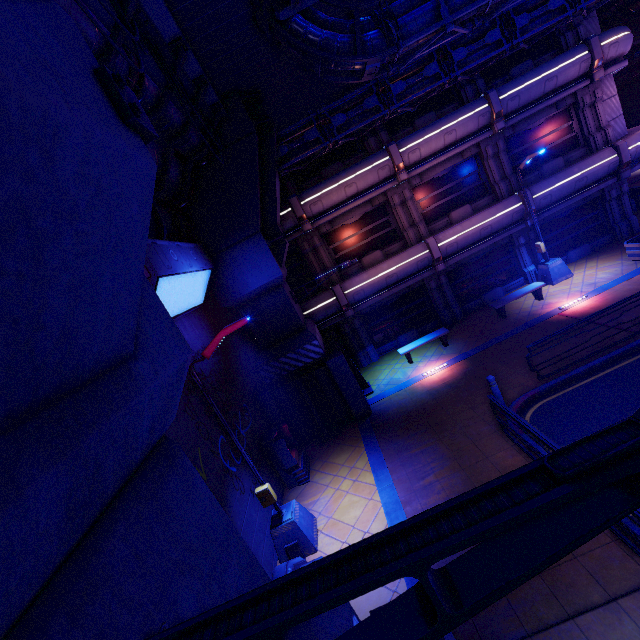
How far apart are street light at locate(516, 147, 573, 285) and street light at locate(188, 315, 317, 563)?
14.95m

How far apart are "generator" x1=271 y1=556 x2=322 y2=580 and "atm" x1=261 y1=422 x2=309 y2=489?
3.3m

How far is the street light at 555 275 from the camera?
14.1 meters

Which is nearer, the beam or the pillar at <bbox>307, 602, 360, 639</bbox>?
the pillar at <bbox>307, 602, 360, 639</bbox>

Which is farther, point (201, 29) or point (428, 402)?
point (428, 402)

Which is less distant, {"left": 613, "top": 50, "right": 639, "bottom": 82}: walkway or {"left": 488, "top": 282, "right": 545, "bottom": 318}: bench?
{"left": 488, "top": 282, "right": 545, "bottom": 318}: bench

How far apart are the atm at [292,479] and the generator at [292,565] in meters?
3.3

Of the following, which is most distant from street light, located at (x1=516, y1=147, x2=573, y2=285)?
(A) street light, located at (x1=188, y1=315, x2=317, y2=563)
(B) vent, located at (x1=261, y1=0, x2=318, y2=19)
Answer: (A) street light, located at (x1=188, y1=315, x2=317, y2=563)
